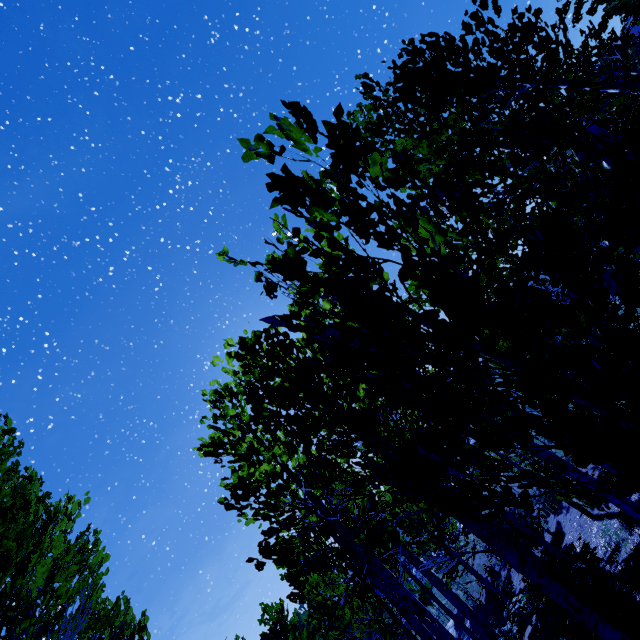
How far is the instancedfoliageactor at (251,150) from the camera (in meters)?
1.55

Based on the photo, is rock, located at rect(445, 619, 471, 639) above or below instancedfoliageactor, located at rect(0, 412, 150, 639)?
below

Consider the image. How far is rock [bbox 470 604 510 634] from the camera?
15.2m

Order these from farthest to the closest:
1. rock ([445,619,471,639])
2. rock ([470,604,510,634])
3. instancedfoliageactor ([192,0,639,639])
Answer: rock ([445,619,471,639]) → rock ([470,604,510,634]) → instancedfoliageactor ([192,0,639,639])

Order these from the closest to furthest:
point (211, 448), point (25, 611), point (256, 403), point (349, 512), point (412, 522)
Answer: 1. point (256, 403)
2. point (25, 611)
3. point (211, 448)
4. point (349, 512)
5. point (412, 522)

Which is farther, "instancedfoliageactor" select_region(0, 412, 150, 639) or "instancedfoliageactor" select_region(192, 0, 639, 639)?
"instancedfoliageactor" select_region(0, 412, 150, 639)

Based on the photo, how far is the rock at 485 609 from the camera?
15.2 meters

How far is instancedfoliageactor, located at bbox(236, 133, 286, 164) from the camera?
1.5m
